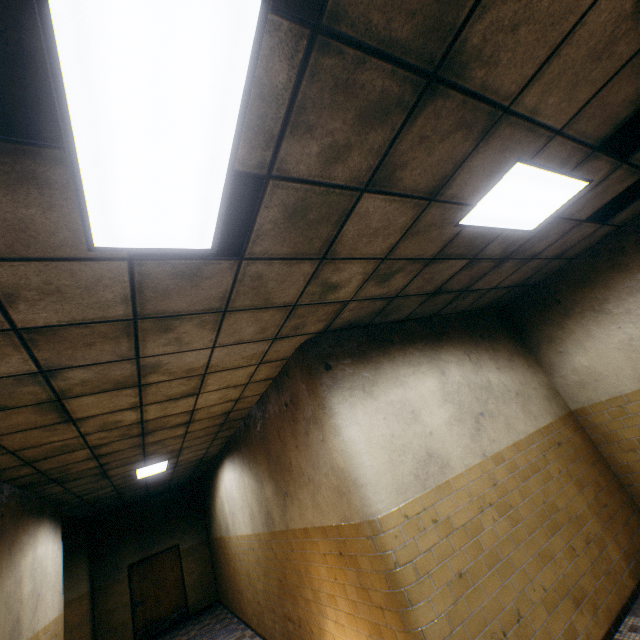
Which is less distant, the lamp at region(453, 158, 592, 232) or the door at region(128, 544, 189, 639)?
the lamp at region(453, 158, 592, 232)

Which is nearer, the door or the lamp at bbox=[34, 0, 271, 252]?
the lamp at bbox=[34, 0, 271, 252]

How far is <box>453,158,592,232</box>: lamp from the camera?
2.6 meters

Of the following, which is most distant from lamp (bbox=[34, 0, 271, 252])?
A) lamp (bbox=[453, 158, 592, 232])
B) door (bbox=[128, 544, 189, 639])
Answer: door (bbox=[128, 544, 189, 639])

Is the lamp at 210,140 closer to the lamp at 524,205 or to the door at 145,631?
the lamp at 524,205

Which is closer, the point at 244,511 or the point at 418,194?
the point at 418,194

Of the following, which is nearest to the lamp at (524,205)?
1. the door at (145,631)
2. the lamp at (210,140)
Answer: the lamp at (210,140)
